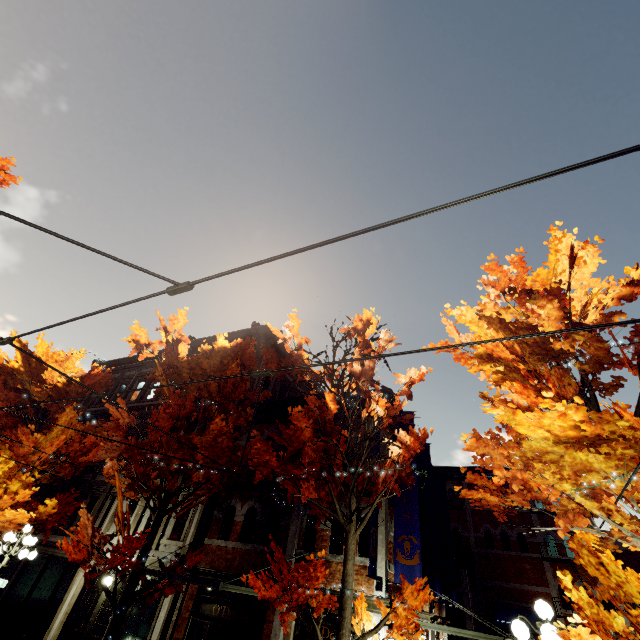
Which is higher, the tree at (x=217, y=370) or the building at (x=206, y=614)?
the tree at (x=217, y=370)

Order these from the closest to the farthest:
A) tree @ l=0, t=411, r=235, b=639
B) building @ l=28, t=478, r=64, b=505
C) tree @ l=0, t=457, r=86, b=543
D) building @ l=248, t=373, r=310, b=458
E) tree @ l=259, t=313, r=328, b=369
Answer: tree @ l=0, t=411, r=235, b=639, tree @ l=259, t=313, r=328, b=369, tree @ l=0, t=457, r=86, b=543, building @ l=248, t=373, r=310, b=458, building @ l=28, t=478, r=64, b=505

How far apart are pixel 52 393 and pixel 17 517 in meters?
4.4

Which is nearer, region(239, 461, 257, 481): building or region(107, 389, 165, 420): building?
region(239, 461, 257, 481): building

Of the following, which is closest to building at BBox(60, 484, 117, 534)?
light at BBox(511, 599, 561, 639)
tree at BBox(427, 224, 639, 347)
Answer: tree at BBox(427, 224, 639, 347)

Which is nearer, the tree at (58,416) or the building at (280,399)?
the tree at (58,416)

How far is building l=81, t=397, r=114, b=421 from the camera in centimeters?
1970cm
